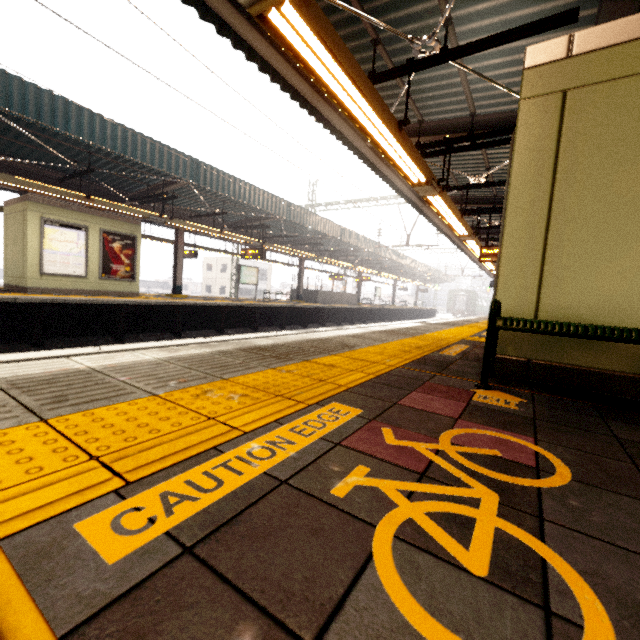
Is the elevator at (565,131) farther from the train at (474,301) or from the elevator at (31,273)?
the train at (474,301)

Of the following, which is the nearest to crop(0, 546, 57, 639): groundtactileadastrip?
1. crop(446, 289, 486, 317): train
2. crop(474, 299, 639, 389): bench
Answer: crop(474, 299, 639, 389): bench

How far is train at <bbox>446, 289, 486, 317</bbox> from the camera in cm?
4834

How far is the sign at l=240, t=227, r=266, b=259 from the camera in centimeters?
1531cm

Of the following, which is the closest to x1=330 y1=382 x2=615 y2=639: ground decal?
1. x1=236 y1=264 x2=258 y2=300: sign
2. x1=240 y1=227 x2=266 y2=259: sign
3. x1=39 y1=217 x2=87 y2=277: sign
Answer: x1=39 y1=217 x2=87 y2=277: sign

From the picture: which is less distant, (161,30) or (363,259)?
(161,30)

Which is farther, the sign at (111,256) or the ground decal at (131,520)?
the sign at (111,256)

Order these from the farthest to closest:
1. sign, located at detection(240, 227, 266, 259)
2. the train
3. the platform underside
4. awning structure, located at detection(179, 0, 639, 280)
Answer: the train, sign, located at detection(240, 227, 266, 259), the platform underside, awning structure, located at detection(179, 0, 639, 280)
